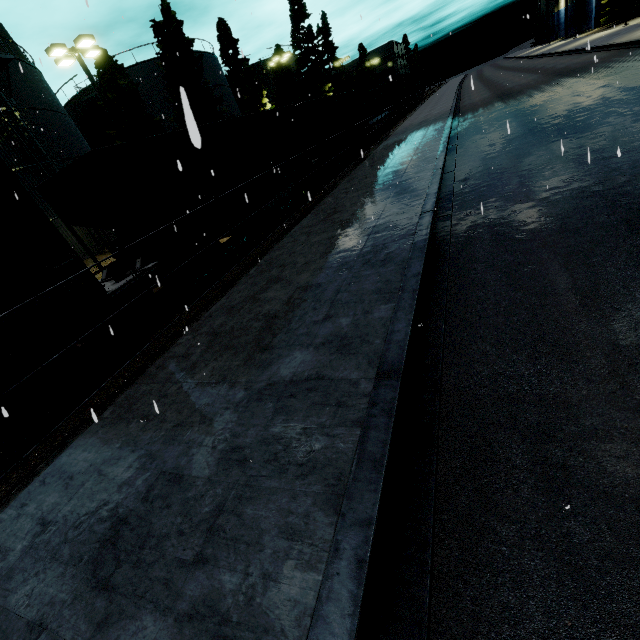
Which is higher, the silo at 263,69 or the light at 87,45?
the silo at 263,69

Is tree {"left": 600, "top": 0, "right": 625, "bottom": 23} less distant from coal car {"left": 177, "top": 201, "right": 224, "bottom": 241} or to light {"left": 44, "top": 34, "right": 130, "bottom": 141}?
coal car {"left": 177, "top": 201, "right": 224, "bottom": 241}

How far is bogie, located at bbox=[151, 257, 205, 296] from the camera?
9.5 meters

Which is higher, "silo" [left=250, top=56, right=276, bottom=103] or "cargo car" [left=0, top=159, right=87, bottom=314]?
"silo" [left=250, top=56, right=276, bottom=103]

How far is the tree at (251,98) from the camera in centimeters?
3119cm

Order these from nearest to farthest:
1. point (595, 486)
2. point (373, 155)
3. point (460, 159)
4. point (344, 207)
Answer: point (595, 486)
point (344, 207)
point (460, 159)
point (373, 155)

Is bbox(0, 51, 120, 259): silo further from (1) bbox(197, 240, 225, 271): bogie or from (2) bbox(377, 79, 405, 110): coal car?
(2) bbox(377, 79, 405, 110): coal car

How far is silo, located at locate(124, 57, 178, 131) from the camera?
29.88m
